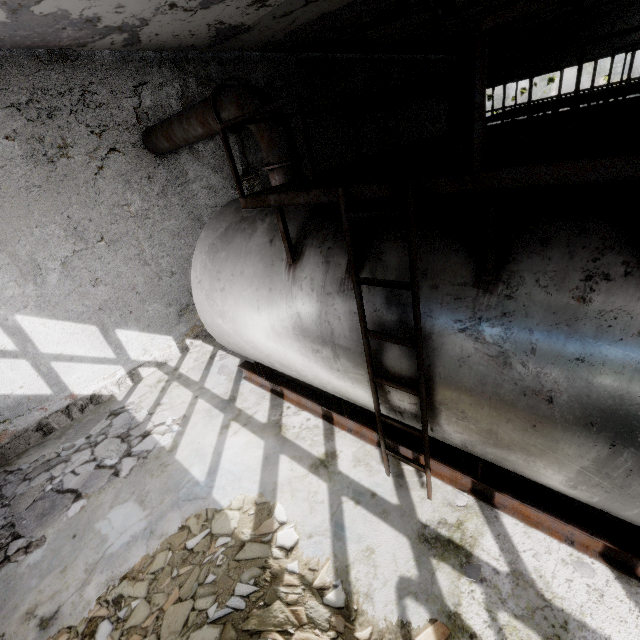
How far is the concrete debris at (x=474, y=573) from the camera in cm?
343

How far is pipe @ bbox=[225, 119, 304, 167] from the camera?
5.0m

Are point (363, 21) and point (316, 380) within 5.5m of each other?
no

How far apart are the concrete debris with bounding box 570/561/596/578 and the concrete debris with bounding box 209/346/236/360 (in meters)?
6.56

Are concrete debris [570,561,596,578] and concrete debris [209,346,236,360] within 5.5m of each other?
no

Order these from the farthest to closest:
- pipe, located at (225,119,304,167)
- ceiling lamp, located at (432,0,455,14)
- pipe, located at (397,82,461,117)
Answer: pipe, located at (397,82,461,117), ceiling lamp, located at (432,0,455,14), pipe, located at (225,119,304,167)

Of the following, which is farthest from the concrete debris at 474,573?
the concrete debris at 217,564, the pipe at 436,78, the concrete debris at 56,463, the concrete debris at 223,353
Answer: the pipe at 436,78

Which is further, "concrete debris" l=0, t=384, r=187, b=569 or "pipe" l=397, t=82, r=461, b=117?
"pipe" l=397, t=82, r=461, b=117
